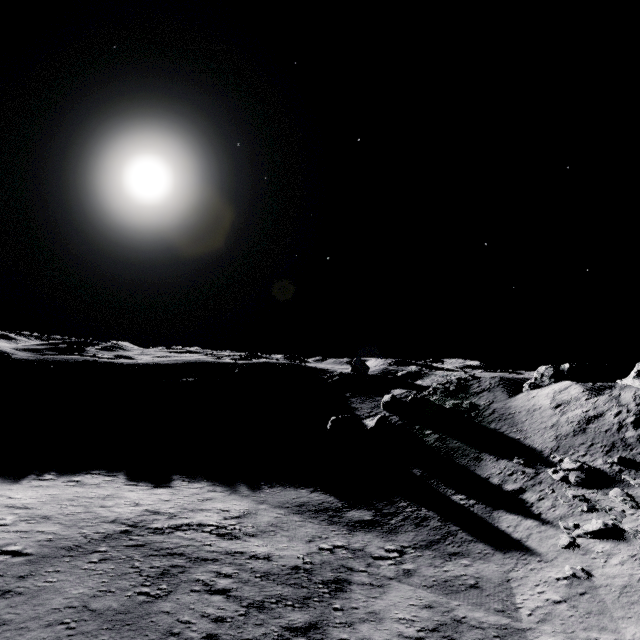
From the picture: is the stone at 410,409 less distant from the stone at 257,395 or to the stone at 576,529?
the stone at 576,529

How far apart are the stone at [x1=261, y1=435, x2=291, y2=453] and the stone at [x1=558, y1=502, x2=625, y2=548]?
22.0m

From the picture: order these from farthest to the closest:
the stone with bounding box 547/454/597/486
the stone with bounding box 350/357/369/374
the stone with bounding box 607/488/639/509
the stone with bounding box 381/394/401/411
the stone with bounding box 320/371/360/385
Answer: the stone with bounding box 350/357/369/374 < the stone with bounding box 320/371/360/385 < the stone with bounding box 381/394/401/411 < the stone with bounding box 547/454/597/486 < the stone with bounding box 607/488/639/509

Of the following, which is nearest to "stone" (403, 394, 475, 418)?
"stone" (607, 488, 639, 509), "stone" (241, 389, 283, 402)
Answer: "stone" (607, 488, 639, 509)

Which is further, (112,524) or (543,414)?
(543,414)

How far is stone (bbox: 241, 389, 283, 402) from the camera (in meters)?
43.38

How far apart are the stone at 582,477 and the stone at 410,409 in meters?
11.0

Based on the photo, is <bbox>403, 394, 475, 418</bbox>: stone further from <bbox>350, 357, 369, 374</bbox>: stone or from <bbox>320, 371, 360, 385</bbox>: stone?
<bbox>350, 357, 369, 374</bbox>: stone
